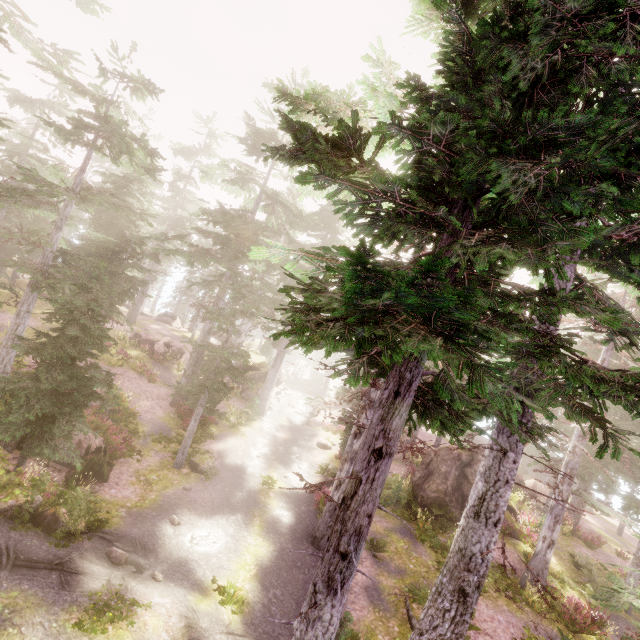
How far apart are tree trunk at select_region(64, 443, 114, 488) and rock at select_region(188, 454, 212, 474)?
3.52m

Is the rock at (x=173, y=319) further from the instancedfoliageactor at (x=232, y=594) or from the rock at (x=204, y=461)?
the rock at (x=204, y=461)

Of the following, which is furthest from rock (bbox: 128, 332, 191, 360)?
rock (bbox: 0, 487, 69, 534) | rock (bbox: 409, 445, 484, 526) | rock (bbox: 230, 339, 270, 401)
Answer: rock (bbox: 0, 487, 69, 534)

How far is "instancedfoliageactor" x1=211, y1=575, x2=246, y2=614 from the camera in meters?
10.2

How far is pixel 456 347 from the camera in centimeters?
229cm

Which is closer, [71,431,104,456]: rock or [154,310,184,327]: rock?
[71,431,104,456]: rock

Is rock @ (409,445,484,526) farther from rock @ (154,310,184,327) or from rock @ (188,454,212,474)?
rock @ (154,310,184,327)

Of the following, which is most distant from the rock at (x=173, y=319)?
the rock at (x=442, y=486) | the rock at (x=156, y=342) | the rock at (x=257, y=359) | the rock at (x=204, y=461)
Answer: the rock at (x=442, y=486)
